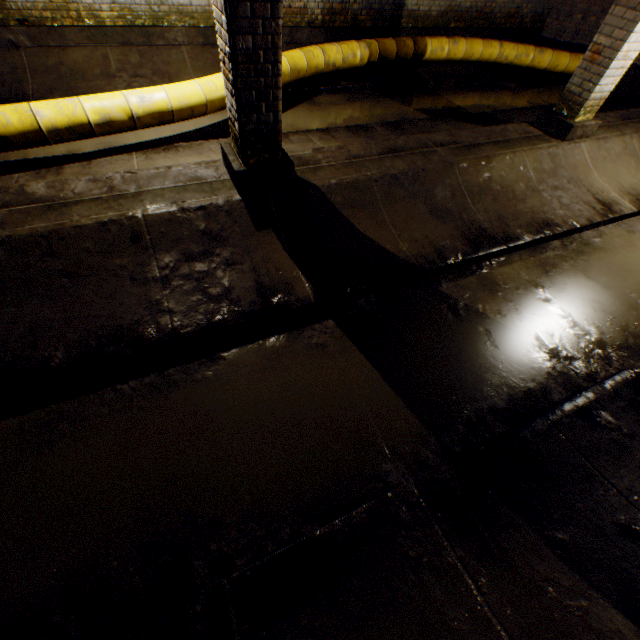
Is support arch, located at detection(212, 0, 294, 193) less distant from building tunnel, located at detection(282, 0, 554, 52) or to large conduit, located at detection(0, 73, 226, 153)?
building tunnel, located at detection(282, 0, 554, 52)

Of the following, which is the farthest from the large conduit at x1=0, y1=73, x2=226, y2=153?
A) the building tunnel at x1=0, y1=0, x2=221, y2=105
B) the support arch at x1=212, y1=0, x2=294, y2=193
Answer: the support arch at x1=212, y1=0, x2=294, y2=193

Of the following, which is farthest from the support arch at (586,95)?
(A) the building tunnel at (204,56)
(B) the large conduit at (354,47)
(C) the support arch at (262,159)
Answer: (B) the large conduit at (354,47)

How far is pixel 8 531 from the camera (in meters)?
1.91

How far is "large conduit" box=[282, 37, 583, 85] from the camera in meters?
5.7

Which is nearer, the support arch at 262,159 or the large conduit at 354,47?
the support arch at 262,159

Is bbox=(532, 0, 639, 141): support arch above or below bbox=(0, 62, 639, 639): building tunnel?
above

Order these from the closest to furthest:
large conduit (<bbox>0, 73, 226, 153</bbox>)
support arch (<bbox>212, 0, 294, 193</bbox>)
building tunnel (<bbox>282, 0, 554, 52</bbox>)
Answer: support arch (<bbox>212, 0, 294, 193</bbox>), large conduit (<bbox>0, 73, 226, 153</bbox>), building tunnel (<bbox>282, 0, 554, 52</bbox>)
